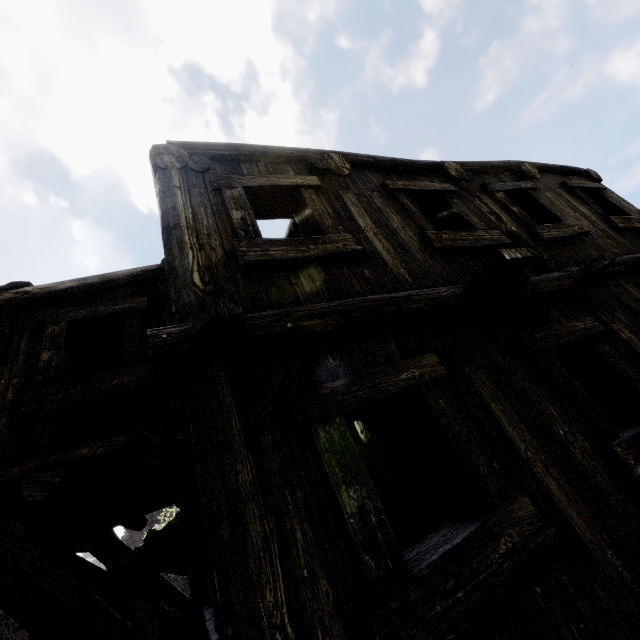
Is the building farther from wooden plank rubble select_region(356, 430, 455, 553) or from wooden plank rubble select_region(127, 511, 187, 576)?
wooden plank rubble select_region(356, 430, 455, 553)

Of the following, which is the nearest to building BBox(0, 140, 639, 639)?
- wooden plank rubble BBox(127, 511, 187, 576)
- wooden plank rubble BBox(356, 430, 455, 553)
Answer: wooden plank rubble BBox(127, 511, 187, 576)

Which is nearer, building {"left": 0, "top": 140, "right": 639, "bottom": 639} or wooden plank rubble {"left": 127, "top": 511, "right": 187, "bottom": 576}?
building {"left": 0, "top": 140, "right": 639, "bottom": 639}

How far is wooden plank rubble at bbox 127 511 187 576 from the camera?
3.5 meters

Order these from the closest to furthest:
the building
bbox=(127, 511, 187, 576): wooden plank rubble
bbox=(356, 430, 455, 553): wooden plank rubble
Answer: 1. the building
2. bbox=(356, 430, 455, 553): wooden plank rubble
3. bbox=(127, 511, 187, 576): wooden plank rubble

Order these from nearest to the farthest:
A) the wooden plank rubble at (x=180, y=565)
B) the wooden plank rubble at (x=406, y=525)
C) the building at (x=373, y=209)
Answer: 1. the building at (x=373, y=209)
2. the wooden plank rubble at (x=406, y=525)
3. the wooden plank rubble at (x=180, y=565)

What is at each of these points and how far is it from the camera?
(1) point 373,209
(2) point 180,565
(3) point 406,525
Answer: (1) building, 4.1m
(2) wooden plank rubble, 4.4m
(3) wooden plank rubble, 3.5m

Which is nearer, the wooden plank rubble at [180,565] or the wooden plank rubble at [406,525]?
the wooden plank rubble at [406,525]
